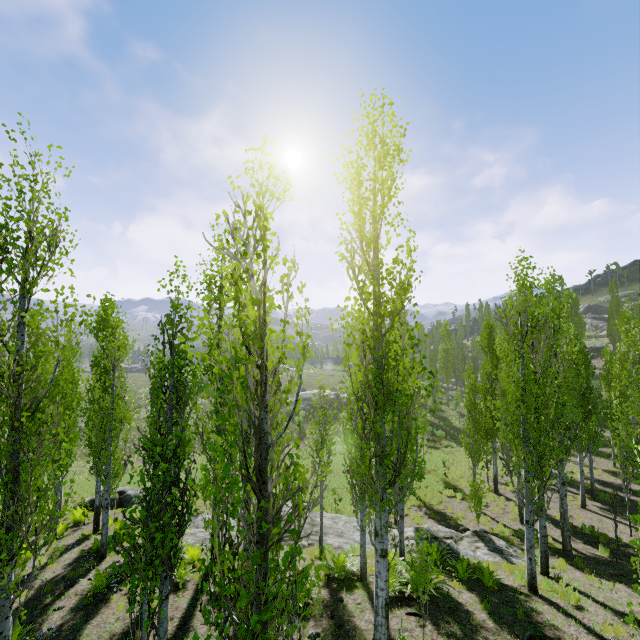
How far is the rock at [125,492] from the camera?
17.9m

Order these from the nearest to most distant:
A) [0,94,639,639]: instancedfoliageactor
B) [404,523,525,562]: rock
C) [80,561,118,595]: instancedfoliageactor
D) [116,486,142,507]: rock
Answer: [0,94,639,639]: instancedfoliageactor, [80,561,118,595]: instancedfoliageactor, [404,523,525,562]: rock, [116,486,142,507]: rock

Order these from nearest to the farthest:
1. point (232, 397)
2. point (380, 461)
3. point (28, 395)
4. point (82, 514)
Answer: point (232, 397)
point (380, 461)
point (82, 514)
point (28, 395)

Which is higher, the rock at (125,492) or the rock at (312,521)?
the rock at (312,521)

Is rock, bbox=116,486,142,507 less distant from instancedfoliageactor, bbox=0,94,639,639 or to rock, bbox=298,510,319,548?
instancedfoliageactor, bbox=0,94,639,639

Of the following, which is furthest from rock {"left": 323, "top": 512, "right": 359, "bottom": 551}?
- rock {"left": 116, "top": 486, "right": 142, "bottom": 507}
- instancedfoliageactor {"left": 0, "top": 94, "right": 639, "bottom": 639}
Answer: rock {"left": 116, "top": 486, "right": 142, "bottom": 507}
